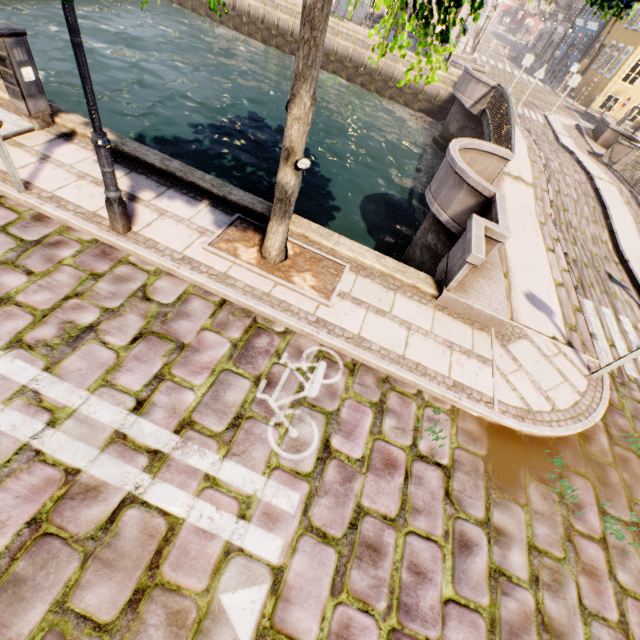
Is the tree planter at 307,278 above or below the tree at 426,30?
below

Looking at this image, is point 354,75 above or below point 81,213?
below

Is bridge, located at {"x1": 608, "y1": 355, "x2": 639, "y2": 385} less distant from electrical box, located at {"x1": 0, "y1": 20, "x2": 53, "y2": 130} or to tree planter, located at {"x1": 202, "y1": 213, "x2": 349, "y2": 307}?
tree planter, located at {"x1": 202, "y1": 213, "x2": 349, "y2": 307}

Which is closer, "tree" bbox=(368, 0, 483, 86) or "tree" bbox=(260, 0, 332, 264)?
"tree" bbox=(368, 0, 483, 86)

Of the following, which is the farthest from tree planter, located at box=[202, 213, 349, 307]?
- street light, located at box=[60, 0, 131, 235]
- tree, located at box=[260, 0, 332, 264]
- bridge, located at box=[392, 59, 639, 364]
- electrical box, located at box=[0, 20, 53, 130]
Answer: electrical box, located at box=[0, 20, 53, 130]

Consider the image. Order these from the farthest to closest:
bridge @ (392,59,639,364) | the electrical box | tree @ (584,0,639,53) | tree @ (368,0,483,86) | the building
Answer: the building, bridge @ (392,59,639,364), the electrical box, tree @ (584,0,639,53), tree @ (368,0,483,86)

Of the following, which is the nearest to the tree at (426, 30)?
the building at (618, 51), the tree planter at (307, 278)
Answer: the tree planter at (307, 278)

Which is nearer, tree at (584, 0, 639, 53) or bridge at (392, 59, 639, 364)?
tree at (584, 0, 639, 53)
